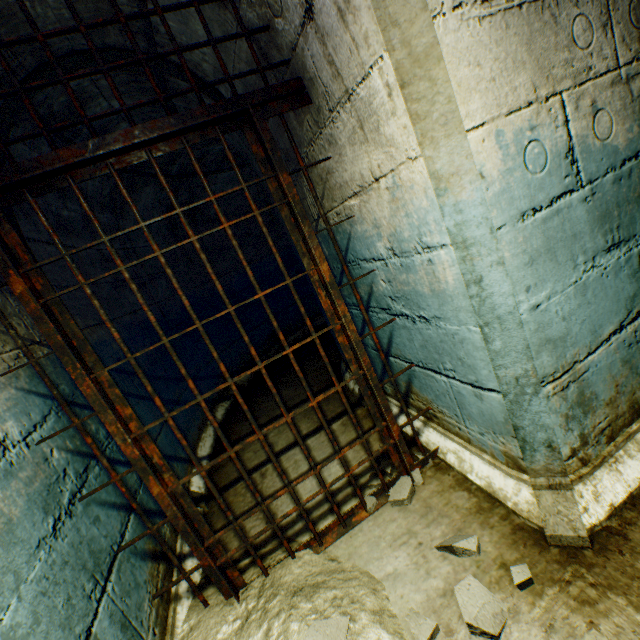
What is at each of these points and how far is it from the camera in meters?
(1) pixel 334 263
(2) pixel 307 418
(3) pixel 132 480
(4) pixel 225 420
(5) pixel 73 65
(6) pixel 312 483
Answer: (1) building tunnel, 2.2
(2) building tunnel, 3.1
(3) building tunnel, 1.9
(4) building tunnel, 3.9
(5) building tunnel, 2.0
(6) building tunnel, 2.2

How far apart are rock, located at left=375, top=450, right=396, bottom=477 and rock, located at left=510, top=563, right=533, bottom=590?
0.5 meters

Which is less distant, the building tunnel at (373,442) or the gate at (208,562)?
the gate at (208,562)

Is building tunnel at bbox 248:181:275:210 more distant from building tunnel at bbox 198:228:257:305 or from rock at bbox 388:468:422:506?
rock at bbox 388:468:422:506

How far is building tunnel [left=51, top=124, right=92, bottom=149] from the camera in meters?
2.4

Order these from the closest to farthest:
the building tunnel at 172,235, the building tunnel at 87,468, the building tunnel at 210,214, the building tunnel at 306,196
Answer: the building tunnel at 87,468
the building tunnel at 306,196
the building tunnel at 172,235
the building tunnel at 210,214

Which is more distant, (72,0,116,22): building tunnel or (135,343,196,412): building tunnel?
(135,343,196,412): building tunnel
